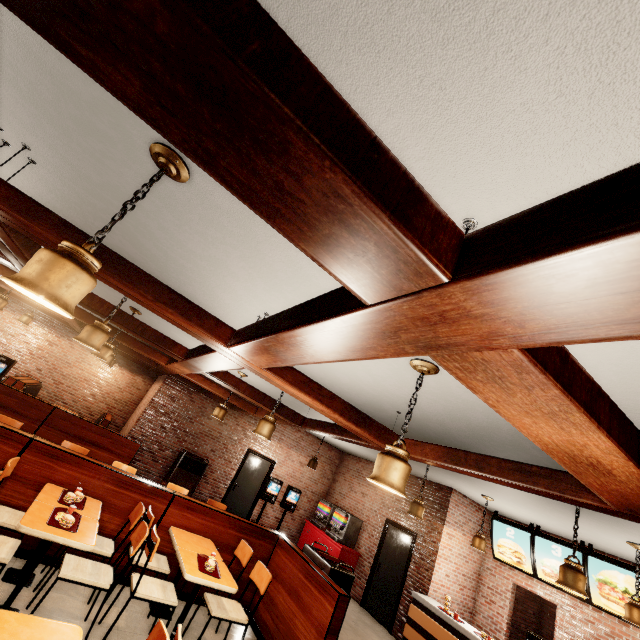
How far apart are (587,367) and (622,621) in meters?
8.1 m
